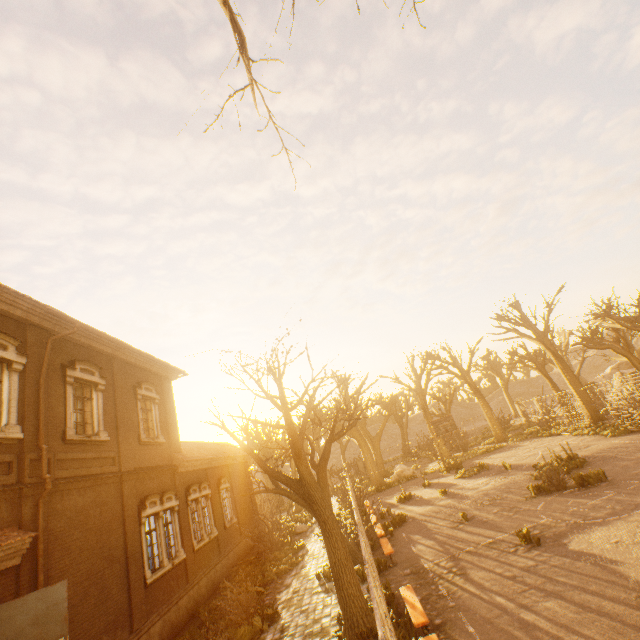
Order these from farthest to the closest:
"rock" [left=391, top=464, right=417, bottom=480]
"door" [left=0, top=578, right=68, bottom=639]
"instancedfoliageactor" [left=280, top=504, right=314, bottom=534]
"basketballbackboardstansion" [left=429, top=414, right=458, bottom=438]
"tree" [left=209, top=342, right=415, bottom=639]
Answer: "rock" [left=391, top=464, right=417, bottom=480] → "basketballbackboardstansion" [left=429, top=414, right=458, bottom=438] → "instancedfoliageactor" [left=280, top=504, right=314, bottom=534] → "tree" [left=209, top=342, right=415, bottom=639] → "door" [left=0, top=578, right=68, bottom=639]

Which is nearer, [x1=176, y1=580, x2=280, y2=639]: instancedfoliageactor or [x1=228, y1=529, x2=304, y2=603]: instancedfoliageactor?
[x1=176, y1=580, x2=280, y2=639]: instancedfoliageactor

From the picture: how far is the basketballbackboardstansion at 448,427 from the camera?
23.9m

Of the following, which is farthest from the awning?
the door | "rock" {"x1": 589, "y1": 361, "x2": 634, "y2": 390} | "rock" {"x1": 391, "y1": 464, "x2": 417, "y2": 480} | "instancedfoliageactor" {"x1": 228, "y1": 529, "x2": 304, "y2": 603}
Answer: "rock" {"x1": 589, "y1": 361, "x2": 634, "y2": 390}

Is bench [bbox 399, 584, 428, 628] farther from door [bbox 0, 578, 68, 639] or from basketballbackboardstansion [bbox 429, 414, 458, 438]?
basketballbackboardstansion [bbox 429, 414, 458, 438]

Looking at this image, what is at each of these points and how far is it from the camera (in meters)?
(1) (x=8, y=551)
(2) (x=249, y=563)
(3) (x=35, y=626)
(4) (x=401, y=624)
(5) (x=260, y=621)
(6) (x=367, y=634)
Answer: (1) awning, 7.13
(2) instancedfoliageactor, 17.66
(3) door, 6.68
(4) instancedfoliageactor, 7.39
(5) instancedfoliageactor, 10.27
(6) instancedfoliageactor, 7.44

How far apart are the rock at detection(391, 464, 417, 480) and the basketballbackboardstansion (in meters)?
7.66

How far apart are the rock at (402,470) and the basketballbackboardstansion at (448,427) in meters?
7.7
